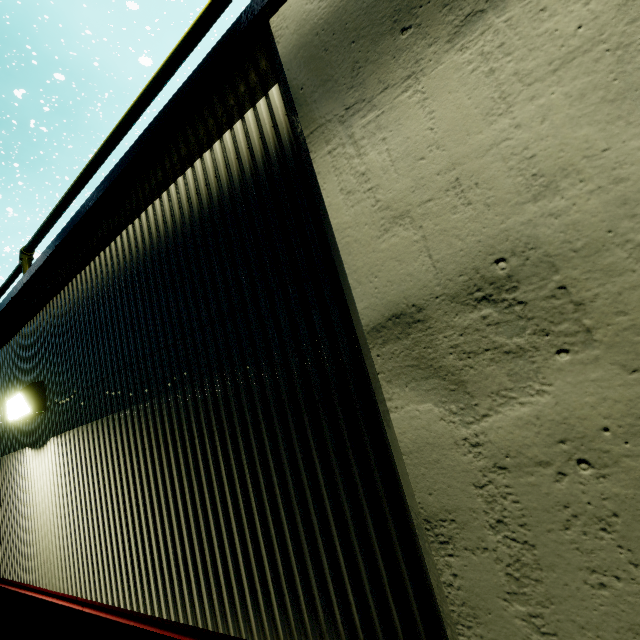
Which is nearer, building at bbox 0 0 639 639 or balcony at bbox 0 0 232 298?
building at bbox 0 0 639 639

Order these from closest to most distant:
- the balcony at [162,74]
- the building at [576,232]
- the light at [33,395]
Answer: the building at [576,232] → the balcony at [162,74] → the light at [33,395]

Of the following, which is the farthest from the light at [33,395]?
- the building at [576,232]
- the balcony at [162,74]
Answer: the balcony at [162,74]

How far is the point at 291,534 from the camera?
1.4m

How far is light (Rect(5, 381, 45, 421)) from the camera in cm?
279

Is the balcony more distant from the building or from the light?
the light

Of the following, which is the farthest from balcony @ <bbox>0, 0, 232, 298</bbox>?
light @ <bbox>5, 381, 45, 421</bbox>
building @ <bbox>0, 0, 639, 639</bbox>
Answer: light @ <bbox>5, 381, 45, 421</bbox>
